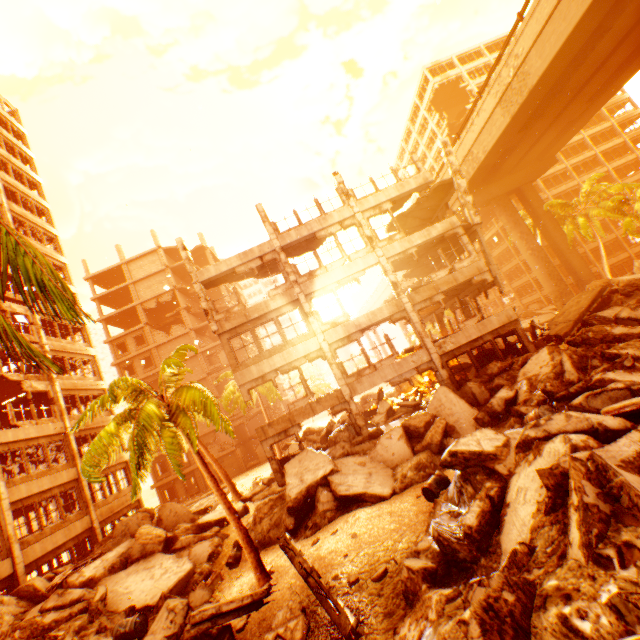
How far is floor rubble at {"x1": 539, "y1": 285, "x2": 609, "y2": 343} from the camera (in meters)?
16.72

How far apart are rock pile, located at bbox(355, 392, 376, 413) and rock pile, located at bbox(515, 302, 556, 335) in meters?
19.9 m

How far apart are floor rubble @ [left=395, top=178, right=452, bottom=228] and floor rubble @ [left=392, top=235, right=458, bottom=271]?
2.5 meters

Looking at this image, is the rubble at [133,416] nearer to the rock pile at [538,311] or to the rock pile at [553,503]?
the rock pile at [553,503]

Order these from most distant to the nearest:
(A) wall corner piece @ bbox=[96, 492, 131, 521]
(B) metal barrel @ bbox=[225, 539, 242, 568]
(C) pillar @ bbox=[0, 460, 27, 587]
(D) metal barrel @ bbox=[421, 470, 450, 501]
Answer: (A) wall corner piece @ bbox=[96, 492, 131, 521] < (C) pillar @ bbox=[0, 460, 27, 587] < (B) metal barrel @ bbox=[225, 539, 242, 568] < (D) metal barrel @ bbox=[421, 470, 450, 501]

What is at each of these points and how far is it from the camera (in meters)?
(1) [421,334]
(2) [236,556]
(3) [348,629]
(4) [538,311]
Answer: (1) pillar, 16.98
(2) metal barrel, 13.20
(3) floor rubble, 6.46
(4) rock pile, 39.31

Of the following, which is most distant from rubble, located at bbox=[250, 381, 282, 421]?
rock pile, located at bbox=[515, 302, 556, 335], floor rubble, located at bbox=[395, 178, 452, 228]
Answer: floor rubble, located at bbox=[395, 178, 452, 228]

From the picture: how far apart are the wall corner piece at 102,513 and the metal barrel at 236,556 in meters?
12.1
